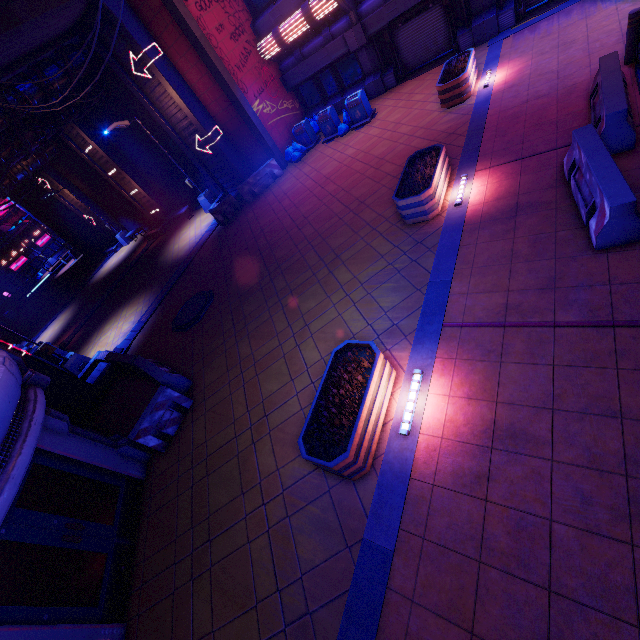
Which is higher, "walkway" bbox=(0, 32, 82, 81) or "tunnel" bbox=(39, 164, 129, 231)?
"walkway" bbox=(0, 32, 82, 81)

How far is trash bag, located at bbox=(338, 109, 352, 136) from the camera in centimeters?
1524cm

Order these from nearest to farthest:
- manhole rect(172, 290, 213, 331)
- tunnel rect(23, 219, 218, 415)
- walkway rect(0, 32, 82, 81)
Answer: tunnel rect(23, 219, 218, 415) < manhole rect(172, 290, 213, 331) < walkway rect(0, 32, 82, 81)

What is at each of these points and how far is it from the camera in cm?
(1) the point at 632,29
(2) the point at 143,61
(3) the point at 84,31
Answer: (1) post, 739
(2) tunnel, 1451
(3) tunnel, 1396

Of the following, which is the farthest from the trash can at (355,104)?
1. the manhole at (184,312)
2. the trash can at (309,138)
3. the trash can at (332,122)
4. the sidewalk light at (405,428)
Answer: the sidewalk light at (405,428)

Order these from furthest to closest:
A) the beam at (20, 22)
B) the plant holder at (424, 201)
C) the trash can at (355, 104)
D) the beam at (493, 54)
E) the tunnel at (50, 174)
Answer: the tunnel at (50, 174) → the trash can at (355, 104) → the beam at (20, 22) → the plant holder at (424, 201) → the beam at (493, 54)

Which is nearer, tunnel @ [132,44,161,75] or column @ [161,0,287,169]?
column @ [161,0,287,169]
